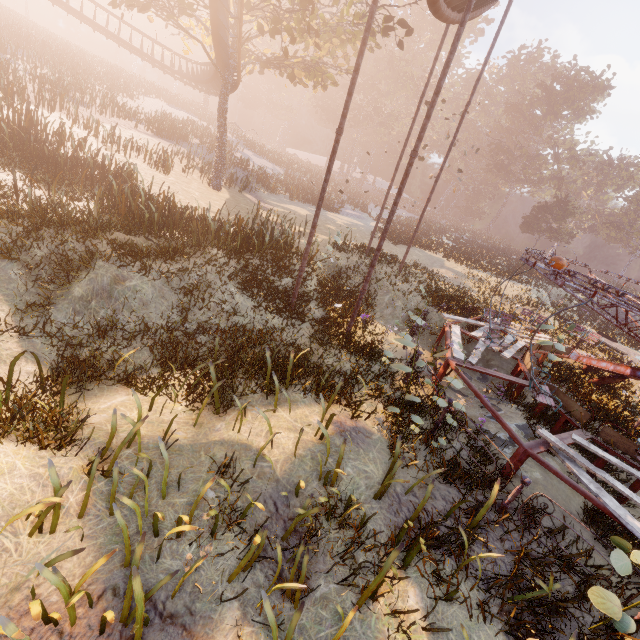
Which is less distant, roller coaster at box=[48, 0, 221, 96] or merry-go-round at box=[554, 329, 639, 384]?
merry-go-round at box=[554, 329, 639, 384]

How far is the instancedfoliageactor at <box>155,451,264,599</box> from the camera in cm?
354

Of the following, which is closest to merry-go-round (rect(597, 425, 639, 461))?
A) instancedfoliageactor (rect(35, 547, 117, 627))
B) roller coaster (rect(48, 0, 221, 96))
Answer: roller coaster (rect(48, 0, 221, 96))

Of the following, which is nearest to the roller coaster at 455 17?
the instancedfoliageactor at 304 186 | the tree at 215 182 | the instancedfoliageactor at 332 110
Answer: the tree at 215 182

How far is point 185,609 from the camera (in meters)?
3.63

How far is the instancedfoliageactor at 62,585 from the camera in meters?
2.9 m

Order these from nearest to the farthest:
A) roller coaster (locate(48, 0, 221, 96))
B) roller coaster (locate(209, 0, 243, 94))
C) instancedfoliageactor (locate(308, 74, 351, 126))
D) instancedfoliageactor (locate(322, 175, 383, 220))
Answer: roller coaster (locate(209, 0, 243, 94))
roller coaster (locate(48, 0, 221, 96))
instancedfoliageactor (locate(322, 175, 383, 220))
instancedfoliageactor (locate(308, 74, 351, 126))

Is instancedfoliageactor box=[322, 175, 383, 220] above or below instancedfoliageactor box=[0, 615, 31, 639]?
above
